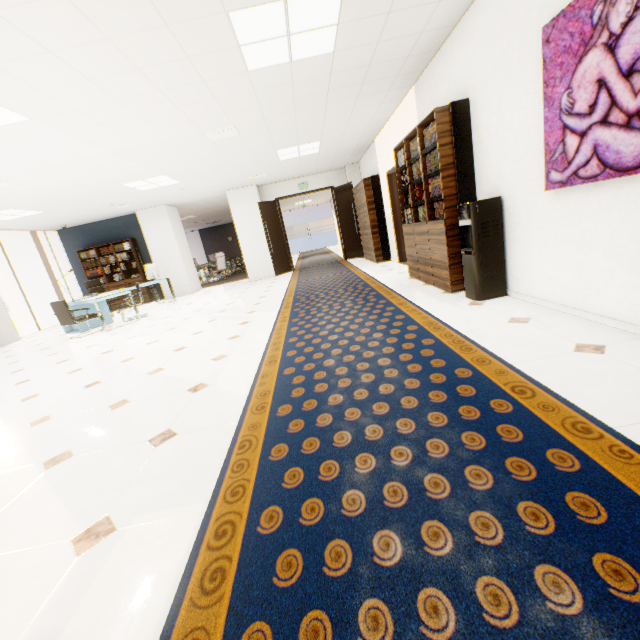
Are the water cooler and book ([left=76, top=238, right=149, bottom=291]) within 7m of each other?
no

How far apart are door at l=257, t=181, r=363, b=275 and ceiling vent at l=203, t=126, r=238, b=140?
4.8m

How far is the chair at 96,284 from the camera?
9.5 meters

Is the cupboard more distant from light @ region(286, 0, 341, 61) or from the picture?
the picture

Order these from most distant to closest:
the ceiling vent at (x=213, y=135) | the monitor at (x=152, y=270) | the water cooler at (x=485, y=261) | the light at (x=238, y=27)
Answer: the monitor at (x=152, y=270) → the ceiling vent at (x=213, y=135) → the water cooler at (x=485, y=261) → the light at (x=238, y=27)

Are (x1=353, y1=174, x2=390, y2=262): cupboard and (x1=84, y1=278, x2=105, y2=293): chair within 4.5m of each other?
no

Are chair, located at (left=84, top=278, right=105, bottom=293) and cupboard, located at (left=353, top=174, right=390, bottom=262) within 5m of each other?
no

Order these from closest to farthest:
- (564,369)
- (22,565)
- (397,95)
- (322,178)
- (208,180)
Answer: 1. (22,565)
2. (564,369)
3. (397,95)
4. (208,180)
5. (322,178)
